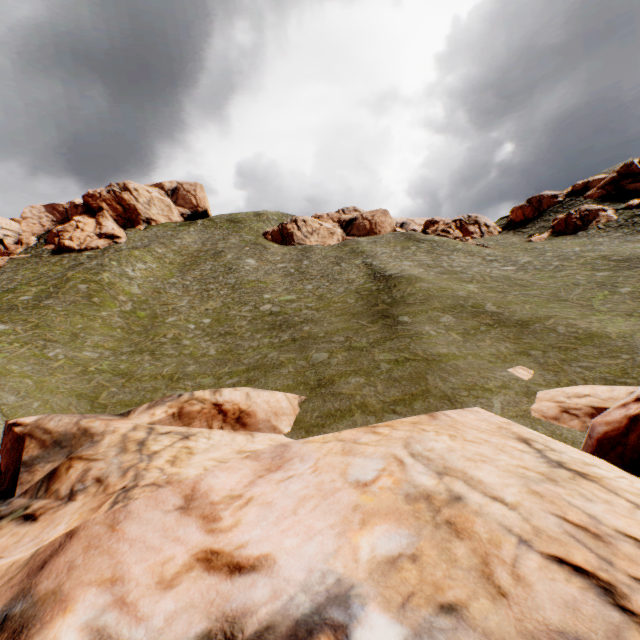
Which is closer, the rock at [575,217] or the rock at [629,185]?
the rock at [575,217]

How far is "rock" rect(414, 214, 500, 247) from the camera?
48.8m

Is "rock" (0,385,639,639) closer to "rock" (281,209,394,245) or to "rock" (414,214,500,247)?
"rock" (281,209,394,245)

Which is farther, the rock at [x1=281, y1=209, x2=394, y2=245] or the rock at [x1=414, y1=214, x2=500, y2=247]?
the rock at [x1=281, y1=209, x2=394, y2=245]

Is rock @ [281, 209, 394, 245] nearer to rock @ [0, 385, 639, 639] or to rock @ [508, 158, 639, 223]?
rock @ [508, 158, 639, 223]

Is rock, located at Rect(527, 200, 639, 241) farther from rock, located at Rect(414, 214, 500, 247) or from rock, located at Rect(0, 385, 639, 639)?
rock, located at Rect(0, 385, 639, 639)

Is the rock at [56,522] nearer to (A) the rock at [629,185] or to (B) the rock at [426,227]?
(A) the rock at [629,185]

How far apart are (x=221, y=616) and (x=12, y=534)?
9.1 meters
